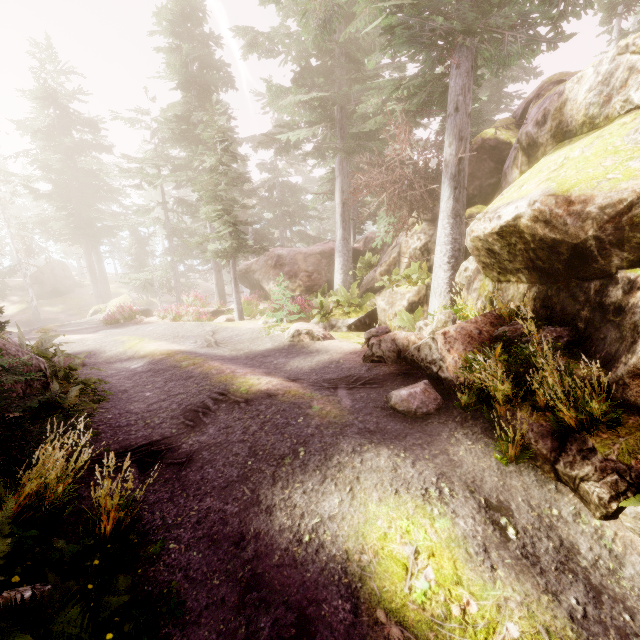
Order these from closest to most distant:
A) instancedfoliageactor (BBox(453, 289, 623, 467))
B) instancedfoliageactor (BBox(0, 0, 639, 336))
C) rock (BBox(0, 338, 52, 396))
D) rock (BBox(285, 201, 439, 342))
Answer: instancedfoliageactor (BBox(453, 289, 623, 467))
rock (BBox(0, 338, 52, 396))
instancedfoliageactor (BBox(0, 0, 639, 336))
rock (BBox(285, 201, 439, 342))

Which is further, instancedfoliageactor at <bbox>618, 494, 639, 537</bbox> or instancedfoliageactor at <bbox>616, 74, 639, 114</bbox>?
instancedfoliageactor at <bbox>616, 74, 639, 114</bbox>

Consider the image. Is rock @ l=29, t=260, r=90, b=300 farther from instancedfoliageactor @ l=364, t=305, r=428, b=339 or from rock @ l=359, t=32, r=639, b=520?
rock @ l=359, t=32, r=639, b=520

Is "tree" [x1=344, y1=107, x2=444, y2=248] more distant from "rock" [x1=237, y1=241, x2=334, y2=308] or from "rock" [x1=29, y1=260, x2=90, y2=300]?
"rock" [x1=29, y1=260, x2=90, y2=300]

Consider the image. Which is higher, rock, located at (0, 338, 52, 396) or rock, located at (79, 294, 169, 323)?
rock, located at (0, 338, 52, 396)

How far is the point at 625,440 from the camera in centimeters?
388cm

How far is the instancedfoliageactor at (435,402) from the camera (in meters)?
5.81

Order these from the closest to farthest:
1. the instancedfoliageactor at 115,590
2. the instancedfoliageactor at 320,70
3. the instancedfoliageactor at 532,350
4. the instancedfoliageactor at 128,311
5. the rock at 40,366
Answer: the instancedfoliageactor at 115,590 < the instancedfoliageactor at 532,350 < the rock at 40,366 < the instancedfoliageactor at 320,70 < the instancedfoliageactor at 128,311
